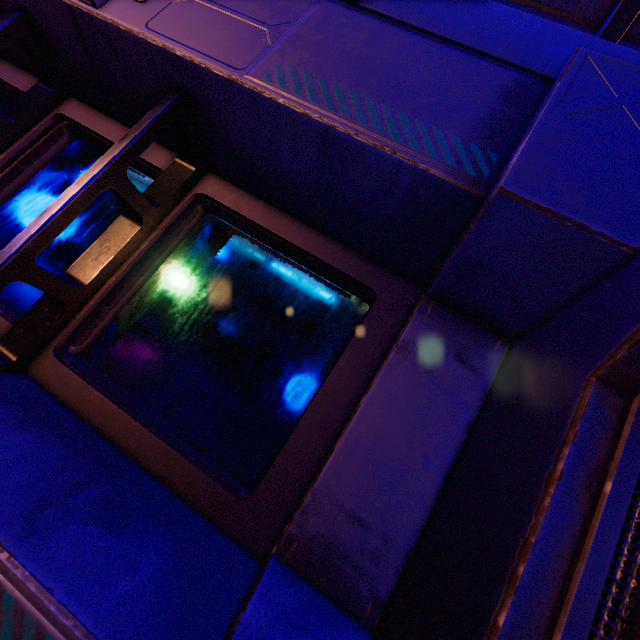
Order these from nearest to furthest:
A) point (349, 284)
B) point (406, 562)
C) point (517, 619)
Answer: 1. point (517, 619)
2. point (406, 562)
3. point (349, 284)
